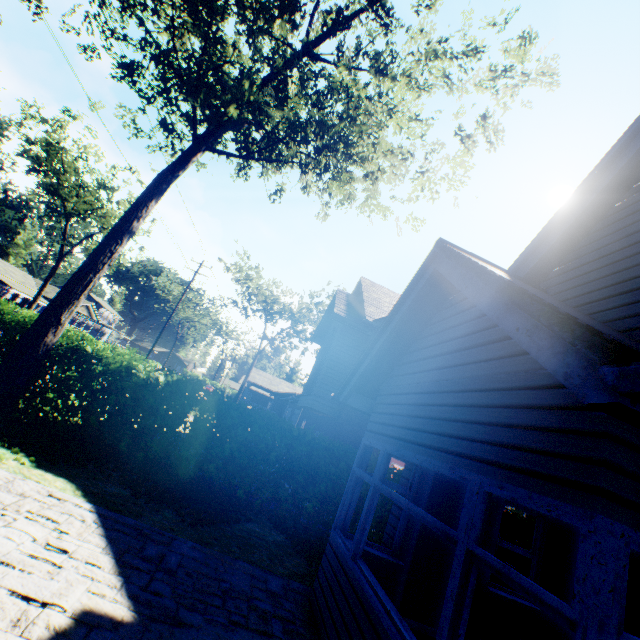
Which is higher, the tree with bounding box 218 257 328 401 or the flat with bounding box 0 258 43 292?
the tree with bounding box 218 257 328 401

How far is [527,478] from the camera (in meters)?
2.32

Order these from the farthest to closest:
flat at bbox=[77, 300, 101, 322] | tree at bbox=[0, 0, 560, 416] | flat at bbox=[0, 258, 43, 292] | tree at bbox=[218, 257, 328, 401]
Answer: flat at bbox=[77, 300, 101, 322], flat at bbox=[0, 258, 43, 292], tree at bbox=[218, 257, 328, 401], tree at bbox=[0, 0, 560, 416]

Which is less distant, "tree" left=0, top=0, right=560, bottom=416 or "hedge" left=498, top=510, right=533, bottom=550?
"tree" left=0, top=0, right=560, bottom=416

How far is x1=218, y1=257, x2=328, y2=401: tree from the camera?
35.56m

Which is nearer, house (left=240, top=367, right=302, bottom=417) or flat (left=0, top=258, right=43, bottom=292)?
house (left=240, top=367, right=302, bottom=417)

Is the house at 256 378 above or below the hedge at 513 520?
above

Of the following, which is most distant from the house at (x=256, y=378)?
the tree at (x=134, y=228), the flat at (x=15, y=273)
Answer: the flat at (x=15, y=273)
